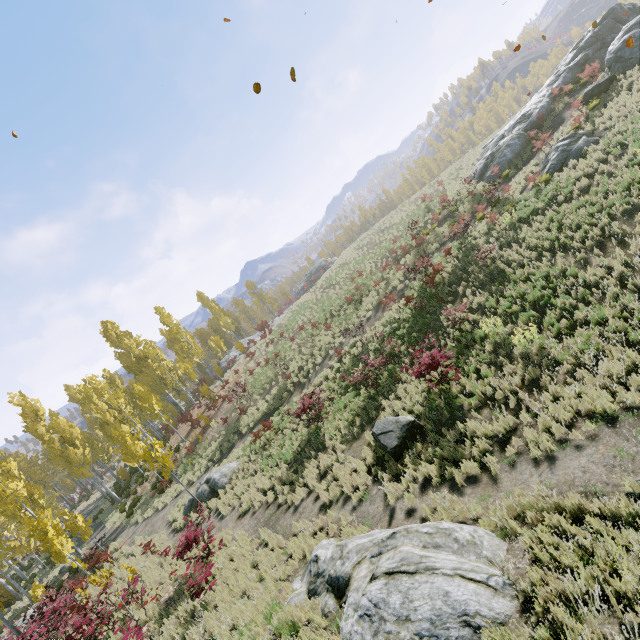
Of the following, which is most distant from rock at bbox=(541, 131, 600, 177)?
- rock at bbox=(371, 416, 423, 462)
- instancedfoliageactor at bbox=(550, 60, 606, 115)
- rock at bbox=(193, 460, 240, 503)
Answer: rock at bbox=(193, 460, 240, 503)

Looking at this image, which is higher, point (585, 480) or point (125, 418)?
point (125, 418)

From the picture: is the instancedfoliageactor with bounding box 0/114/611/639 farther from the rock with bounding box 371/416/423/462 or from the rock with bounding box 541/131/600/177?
the rock with bounding box 541/131/600/177

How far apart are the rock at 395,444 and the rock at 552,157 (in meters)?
15.42

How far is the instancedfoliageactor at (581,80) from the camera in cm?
2109

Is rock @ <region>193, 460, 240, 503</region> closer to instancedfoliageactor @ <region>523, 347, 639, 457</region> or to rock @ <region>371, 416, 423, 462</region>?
instancedfoliageactor @ <region>523, 347, 639, 457</region>
